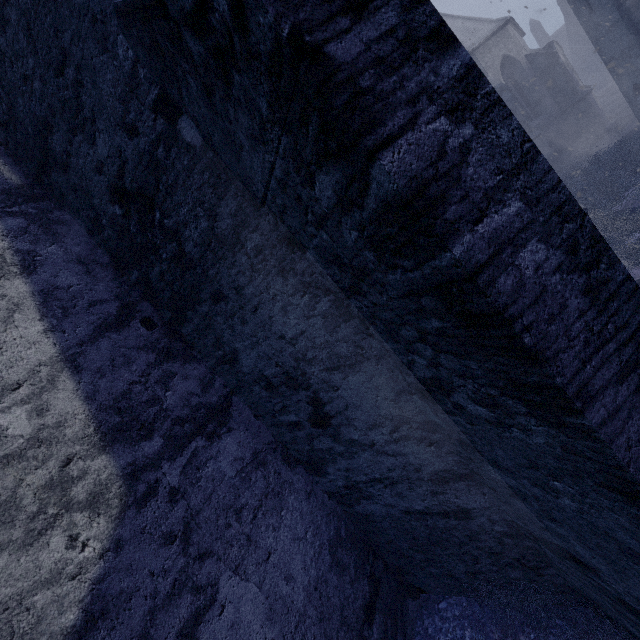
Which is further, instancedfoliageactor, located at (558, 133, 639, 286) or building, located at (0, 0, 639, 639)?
instancedfoliageactor, located at (558, 133, 639, 286)

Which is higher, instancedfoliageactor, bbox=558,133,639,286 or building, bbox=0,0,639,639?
building, bbox=0,0,639,639

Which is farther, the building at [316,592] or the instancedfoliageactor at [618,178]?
the instancedfoliageactor at [618,178]

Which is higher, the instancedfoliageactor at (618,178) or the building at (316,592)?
the building at (316,592)

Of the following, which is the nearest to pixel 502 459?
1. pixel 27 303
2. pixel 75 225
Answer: pixel 27 303
